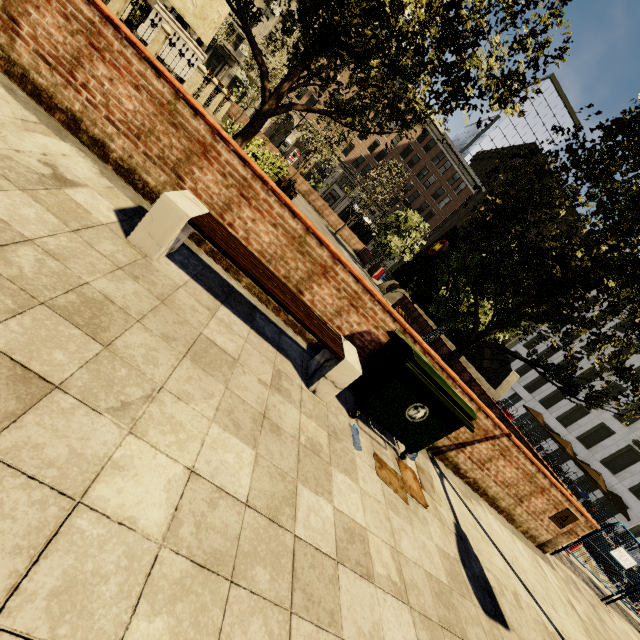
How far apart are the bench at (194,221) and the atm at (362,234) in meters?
30.6 m

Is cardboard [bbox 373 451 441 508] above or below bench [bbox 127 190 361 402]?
below

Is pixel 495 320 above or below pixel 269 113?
above

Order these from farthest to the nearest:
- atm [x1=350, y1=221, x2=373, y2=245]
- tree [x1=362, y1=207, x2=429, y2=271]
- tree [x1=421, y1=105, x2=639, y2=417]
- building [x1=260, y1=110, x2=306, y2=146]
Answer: building [x1=260, y1=110, x2=306, y2=146] → atm [x1=350, y1=221, x2=373, y2=245] → tree [x1=362, y1=207, x2=429, y2=271] → tree [x1=421, y1=105, x2=639, y2=417]

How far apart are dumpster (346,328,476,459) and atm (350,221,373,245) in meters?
30.0

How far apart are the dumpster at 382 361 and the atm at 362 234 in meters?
30.0

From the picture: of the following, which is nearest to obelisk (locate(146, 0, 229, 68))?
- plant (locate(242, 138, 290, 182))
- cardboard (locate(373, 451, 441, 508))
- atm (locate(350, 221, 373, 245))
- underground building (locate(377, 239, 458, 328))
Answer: plant (locate(242, 138, 290, 182))

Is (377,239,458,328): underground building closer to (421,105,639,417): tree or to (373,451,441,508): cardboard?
(421,105,639,417): tree
